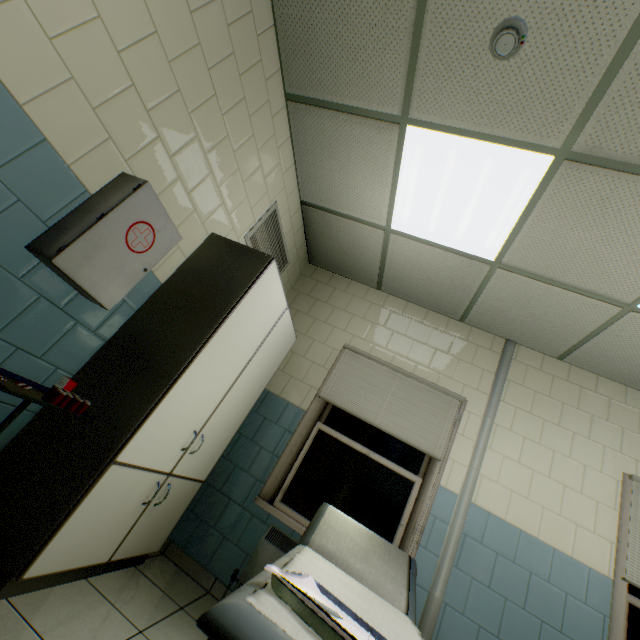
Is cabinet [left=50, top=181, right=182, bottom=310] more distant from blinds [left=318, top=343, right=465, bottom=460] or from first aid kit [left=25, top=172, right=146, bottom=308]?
→ blinds [left=318, top=343, right=465, bottom=460]

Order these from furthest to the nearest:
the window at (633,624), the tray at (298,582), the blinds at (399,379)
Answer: the blinds at (399,379)
the window at (633,624)
the tray at (298,582)

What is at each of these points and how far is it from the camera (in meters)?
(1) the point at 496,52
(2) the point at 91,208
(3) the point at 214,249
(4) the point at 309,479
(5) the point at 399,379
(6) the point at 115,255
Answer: (1) fire alarm, 1.66
(2) first aid kit, 1.53
(3) cabinet, 2.29
(4) window, 3.03
(5) blinds, 3.30
(6) cabinet, 1.61

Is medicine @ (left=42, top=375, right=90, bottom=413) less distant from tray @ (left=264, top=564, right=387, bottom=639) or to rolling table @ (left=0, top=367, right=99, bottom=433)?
rolling table @ (left=0, top=367, right=99, bottom=433)

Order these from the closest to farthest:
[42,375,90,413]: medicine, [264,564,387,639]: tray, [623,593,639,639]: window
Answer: [264,564,387,639]: tray < [42,375,90,413]: medicine < [623,593,639,639]: window

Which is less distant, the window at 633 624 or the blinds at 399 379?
the window at 633 624

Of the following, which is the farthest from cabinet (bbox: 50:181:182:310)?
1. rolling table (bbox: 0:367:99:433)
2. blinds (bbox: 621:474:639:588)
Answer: blinds (bbox: 621:474:639:588)

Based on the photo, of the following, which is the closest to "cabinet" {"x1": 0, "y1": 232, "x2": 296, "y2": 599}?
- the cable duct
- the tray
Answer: the tray
